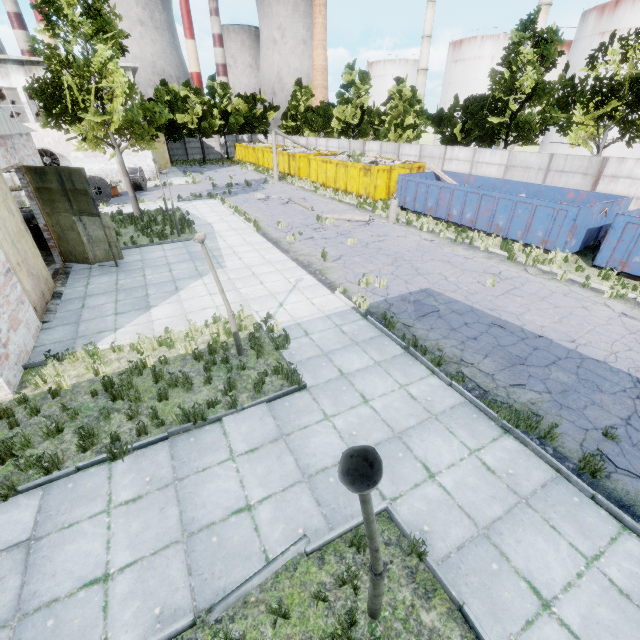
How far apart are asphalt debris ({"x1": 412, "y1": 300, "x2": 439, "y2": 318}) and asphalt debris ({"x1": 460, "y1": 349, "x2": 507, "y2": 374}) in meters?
1.4 m

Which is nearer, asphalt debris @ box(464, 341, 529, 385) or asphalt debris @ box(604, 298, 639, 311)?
asphalt debris @ box(464, 341, 529, 385)

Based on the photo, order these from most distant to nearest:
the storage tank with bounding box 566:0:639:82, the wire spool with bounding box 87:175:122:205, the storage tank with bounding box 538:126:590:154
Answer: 1. the storage tank with bounding box 538:126:590:154
2. the storage tank with bounding box 566:0:639:82
3. the wire spool with bounding box 87:175:122:205

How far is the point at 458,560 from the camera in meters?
4.5

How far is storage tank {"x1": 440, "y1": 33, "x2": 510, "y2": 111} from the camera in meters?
50.6

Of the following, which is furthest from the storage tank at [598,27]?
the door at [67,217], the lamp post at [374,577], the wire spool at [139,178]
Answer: the lamp post at [374,577]

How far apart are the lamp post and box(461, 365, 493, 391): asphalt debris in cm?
490

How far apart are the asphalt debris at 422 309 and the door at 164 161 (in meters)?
41.12
